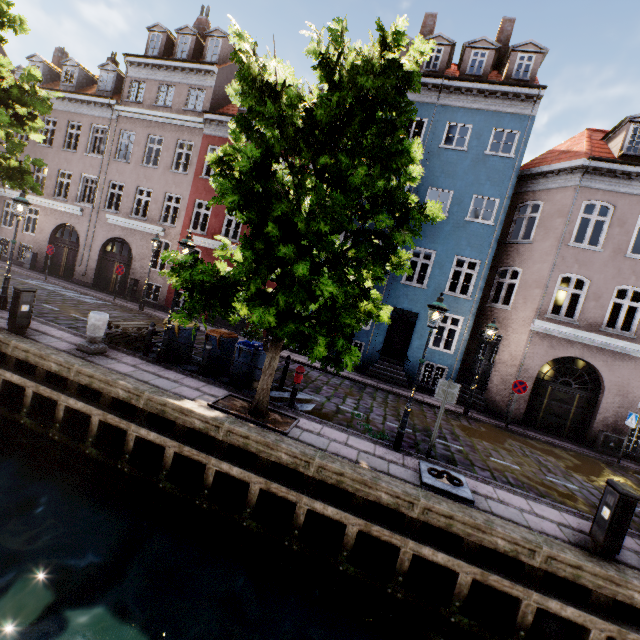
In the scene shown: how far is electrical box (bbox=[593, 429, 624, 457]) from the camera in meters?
12.4

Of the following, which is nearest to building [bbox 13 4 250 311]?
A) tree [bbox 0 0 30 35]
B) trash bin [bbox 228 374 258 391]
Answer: tree [bbox 0 0 30 35]

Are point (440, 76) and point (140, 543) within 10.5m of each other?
no

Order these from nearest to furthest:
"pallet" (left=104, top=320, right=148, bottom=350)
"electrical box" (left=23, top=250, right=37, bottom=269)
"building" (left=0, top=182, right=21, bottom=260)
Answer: "pallet" (left=104, top=320, right=148, bottom=350) < "electrical box" (left=23, top=250, right=37, bottom=269) < "building" (left=0, top=182, right=21, bottom=260)

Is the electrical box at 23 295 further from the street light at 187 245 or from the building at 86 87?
the building at 86 87

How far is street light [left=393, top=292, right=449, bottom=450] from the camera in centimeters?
738cm

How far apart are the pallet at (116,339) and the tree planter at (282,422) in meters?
3.9

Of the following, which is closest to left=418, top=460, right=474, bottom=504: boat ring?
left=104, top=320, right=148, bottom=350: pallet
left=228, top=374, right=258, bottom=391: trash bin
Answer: left=228, top=374, right=258, bottom=391: trash bin
